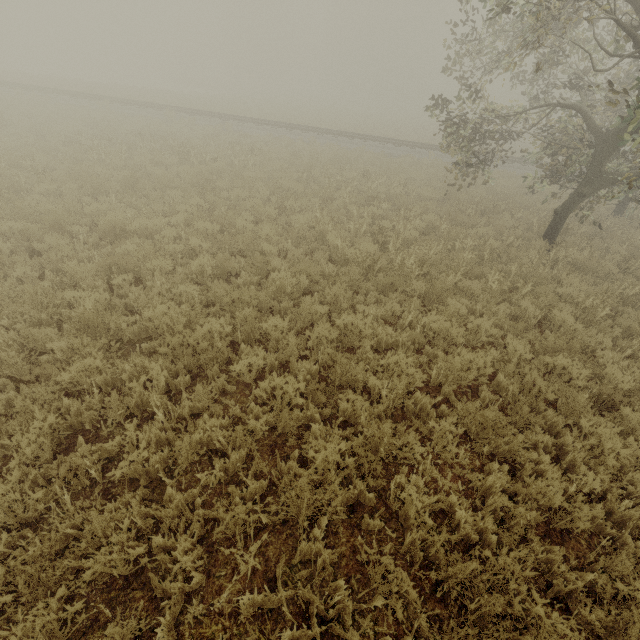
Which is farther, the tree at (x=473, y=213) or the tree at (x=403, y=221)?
the tree at (x=473, y=213)

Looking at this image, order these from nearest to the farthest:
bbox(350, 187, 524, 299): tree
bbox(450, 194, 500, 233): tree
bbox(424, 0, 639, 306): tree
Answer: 1. bbox(424, 0, 639, 306): tree
2. bbox(350, 187, 524, 299): tree
3. bbox(450, 194, 500, 233): tree

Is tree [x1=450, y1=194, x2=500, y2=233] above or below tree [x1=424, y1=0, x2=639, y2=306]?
above

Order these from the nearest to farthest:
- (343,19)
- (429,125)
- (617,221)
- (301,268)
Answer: (301,268), (617,221), (429,125), (343,19)

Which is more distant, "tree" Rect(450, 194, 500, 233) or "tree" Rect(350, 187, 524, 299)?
"tree" Rect(450, 194, 500, 233)

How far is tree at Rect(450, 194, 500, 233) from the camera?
11.43m
